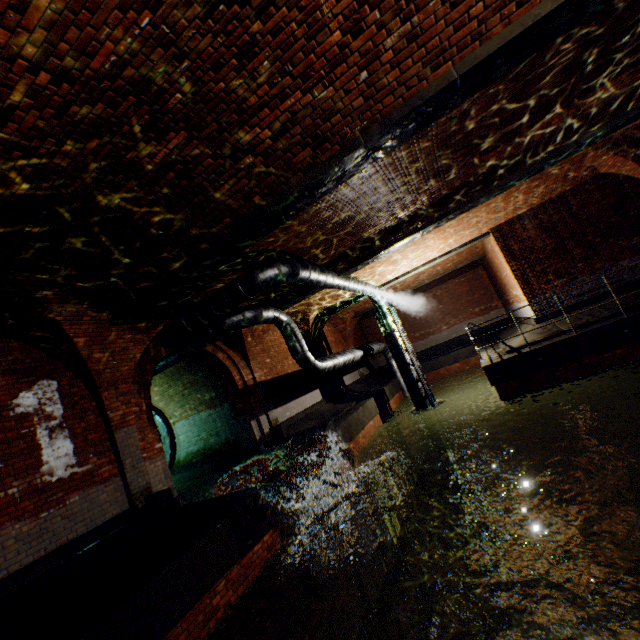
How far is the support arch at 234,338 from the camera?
11.0m

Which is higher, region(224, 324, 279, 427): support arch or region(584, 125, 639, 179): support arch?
region(584, 125, 639, 179): support arch

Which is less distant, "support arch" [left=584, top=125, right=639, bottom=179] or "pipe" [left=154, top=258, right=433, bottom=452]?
"pipe" [left=154, top=258, right=433, bottom=452]

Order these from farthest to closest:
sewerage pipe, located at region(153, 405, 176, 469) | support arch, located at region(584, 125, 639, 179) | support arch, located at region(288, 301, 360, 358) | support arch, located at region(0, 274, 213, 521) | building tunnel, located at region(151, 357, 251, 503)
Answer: support arch, located at region(288, 301, 360, 358) → sewerage pipe, located at region(153, 405, 176, 469) → building tunnel, located at region(151, 357, 251, 503) → support arch, located at region(584, 125, 639, 179) → support arch, located at region(0, 274, 213, 521)

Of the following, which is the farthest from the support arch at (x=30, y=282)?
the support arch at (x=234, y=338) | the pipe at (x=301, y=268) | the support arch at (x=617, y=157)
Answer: the support arch at (x=617, y=157)

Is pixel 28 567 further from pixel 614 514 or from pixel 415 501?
pixel 614 514

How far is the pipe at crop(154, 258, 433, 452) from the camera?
7.52m

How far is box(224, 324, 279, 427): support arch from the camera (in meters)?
11.00
